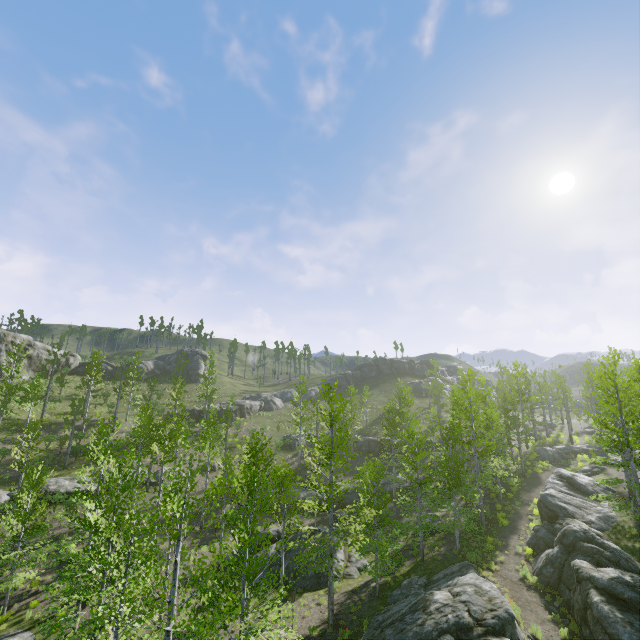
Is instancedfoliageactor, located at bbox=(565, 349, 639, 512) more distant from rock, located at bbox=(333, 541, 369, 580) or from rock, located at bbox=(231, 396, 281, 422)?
rock, located at bbox=(231, 396, 281, 422)

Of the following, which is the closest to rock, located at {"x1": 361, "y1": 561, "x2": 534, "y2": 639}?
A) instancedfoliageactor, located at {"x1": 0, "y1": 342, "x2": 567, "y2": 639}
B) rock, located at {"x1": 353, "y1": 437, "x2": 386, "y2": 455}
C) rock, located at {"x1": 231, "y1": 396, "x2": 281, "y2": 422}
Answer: instancedfoliageactor, located at {"x1": 0, "y1": 342, "x2": 567, "y2": 639}

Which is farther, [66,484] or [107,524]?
[66,484]

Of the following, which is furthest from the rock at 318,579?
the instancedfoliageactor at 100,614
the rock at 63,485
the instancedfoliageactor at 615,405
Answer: the instancedfoliageactor at 615,405

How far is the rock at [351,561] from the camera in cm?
2094

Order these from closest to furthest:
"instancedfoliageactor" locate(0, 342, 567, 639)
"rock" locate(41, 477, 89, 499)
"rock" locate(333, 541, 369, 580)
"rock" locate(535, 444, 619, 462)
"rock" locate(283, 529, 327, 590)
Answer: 1. "instancedfoliageactor" locate(0, 342, 567, 639)
2. "rock" locate(283, 529, 327, 590)
3. "rock" locate(333, 541, 369, 580)
4. "rock" locate(41, 477, 89, 499)
5. "rock" locate(535, 444, 619, 462)

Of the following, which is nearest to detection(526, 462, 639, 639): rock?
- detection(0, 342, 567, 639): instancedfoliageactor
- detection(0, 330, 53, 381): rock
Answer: detection(0, 342, 567, 639): instancedfoliageactor

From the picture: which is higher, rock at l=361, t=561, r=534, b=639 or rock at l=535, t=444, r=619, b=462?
rock at l=535, t=444, r=619, b=462
